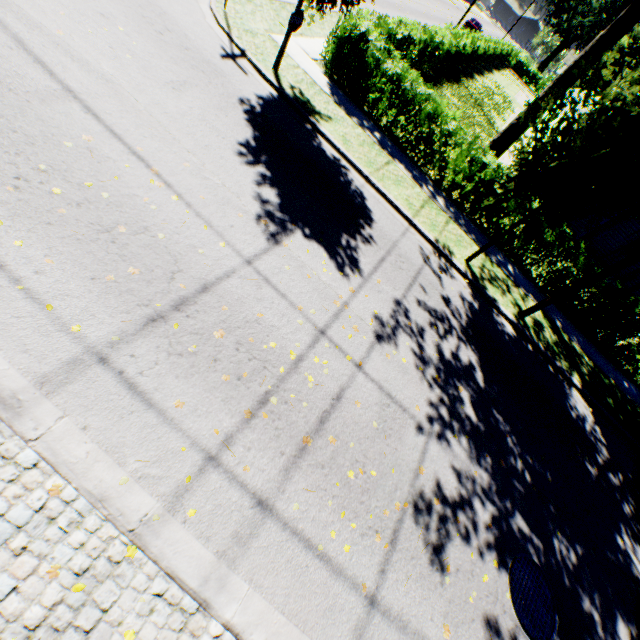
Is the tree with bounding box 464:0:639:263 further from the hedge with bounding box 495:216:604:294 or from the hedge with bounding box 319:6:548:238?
the hedge with bounding box 495:216:604:294

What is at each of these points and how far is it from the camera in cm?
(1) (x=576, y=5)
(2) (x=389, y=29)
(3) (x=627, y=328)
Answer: (1) plant, 5350
(2) hedge, 1178
(3) hedge, 1157

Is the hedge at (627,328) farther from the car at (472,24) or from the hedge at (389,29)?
the car at (472,24)

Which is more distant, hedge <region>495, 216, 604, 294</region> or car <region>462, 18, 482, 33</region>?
car <region>462, 18, 482, 33</region>

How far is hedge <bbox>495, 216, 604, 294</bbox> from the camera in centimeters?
1053cm

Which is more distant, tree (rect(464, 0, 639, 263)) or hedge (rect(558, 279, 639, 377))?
hedge (rect(558, 279, 639, 377))

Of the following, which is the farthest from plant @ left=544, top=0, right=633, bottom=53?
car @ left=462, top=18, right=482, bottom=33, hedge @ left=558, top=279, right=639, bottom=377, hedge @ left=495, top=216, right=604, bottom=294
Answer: hedge @ left=495, top=216, right=604, bottom=294

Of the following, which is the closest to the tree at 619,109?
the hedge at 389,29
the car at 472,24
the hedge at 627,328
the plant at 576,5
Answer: the hedge at 389,29
